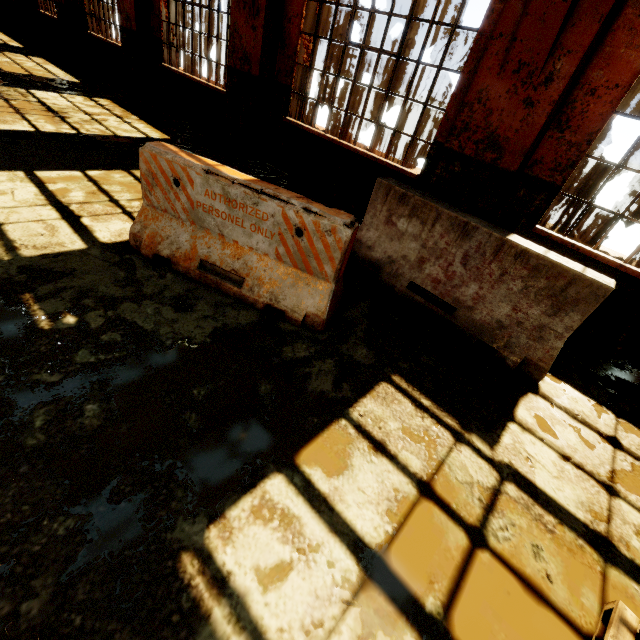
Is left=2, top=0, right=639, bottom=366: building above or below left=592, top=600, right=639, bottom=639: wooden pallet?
above

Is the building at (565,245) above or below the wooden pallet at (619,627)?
above

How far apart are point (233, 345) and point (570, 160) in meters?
4.4 m

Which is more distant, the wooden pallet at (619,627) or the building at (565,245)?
the building at (565,245)

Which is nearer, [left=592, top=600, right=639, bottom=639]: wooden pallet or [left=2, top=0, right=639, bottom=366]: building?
[left=592, top=600, right=639, bottom=639]: wooden pallet
